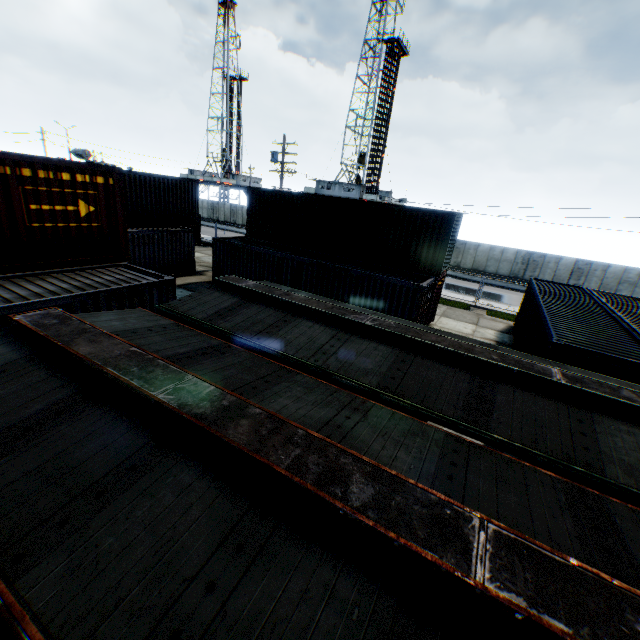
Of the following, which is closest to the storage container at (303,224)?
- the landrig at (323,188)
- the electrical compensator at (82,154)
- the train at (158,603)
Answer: the train at (158,603)

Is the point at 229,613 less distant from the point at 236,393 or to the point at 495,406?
the point at 236,393

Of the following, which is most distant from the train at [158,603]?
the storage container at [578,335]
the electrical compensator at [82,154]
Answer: the electrical compensator at [82,154]

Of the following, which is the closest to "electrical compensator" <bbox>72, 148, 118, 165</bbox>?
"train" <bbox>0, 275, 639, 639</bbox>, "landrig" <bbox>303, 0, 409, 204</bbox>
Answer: "landrig" <bbox>303, 0, 409, 204</bbox>

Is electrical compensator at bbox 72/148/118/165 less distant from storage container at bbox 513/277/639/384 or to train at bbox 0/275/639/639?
train at bbox 0/275/639/639

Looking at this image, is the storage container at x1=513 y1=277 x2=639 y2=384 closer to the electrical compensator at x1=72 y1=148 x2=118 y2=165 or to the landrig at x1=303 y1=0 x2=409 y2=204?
the landrig at x1=303 y1=0 x2=409 y2=204

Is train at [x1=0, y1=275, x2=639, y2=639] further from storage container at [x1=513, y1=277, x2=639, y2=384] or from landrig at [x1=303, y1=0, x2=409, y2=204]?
landrig at [x1=303, y1=0, x2=409, y2=204]

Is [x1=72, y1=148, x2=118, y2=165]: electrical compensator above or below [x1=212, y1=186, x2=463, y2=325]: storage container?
above
